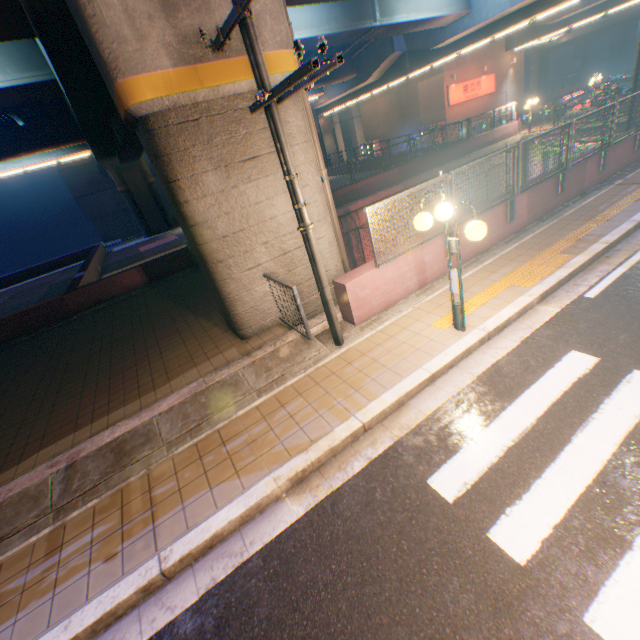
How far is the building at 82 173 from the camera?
36.28m

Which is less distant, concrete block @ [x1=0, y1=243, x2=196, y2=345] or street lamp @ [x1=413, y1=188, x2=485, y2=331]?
A: street lamp @ [x1=413, y1=188, x2=485, y2=331]

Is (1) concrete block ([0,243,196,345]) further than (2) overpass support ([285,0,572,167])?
No

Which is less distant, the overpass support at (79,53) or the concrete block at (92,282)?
the overpass support at (79,53)

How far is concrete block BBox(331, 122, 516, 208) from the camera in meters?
18.0 m

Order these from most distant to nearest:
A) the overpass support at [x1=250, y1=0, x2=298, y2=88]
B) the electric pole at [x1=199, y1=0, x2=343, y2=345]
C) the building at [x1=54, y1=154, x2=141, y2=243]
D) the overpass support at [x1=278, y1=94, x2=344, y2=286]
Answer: the building at [x1=54, y1=154, x2=141, y2=243] < the overpass support at [x1=278, y1=94, x2=344, y2=286] < the overpass support at [x1=250, y1=0, x2=298, y2=88] < the electric pole at [x1=199, y1=0, x2=343, y2=345]

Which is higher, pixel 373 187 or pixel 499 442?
pixel 373 187

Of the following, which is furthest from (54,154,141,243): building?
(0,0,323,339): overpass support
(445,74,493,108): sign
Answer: (445,74,493,108): sign
